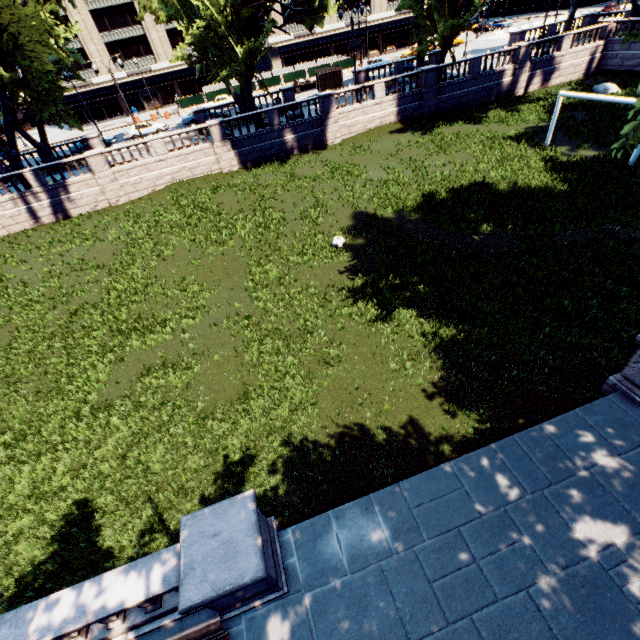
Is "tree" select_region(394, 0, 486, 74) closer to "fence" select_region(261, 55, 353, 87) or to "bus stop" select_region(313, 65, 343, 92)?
"bus stop" select_region(313, 65, 343, 92)

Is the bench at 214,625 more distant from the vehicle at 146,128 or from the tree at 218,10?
the vehicle at 146,128

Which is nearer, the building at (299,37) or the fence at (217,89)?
the fence at (217,89)

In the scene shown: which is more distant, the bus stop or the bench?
the bus stop

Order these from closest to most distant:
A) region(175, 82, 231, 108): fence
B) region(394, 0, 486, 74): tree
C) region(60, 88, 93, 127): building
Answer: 1. region(394, 0, 486, 74): tree
2. region(175, 82, 231, 108): fence
3. region(60, 88, 93, 127): building

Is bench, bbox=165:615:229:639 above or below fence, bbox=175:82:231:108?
below

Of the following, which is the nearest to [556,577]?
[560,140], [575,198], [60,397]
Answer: [60,397]

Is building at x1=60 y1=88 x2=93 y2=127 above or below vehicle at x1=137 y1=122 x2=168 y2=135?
above
